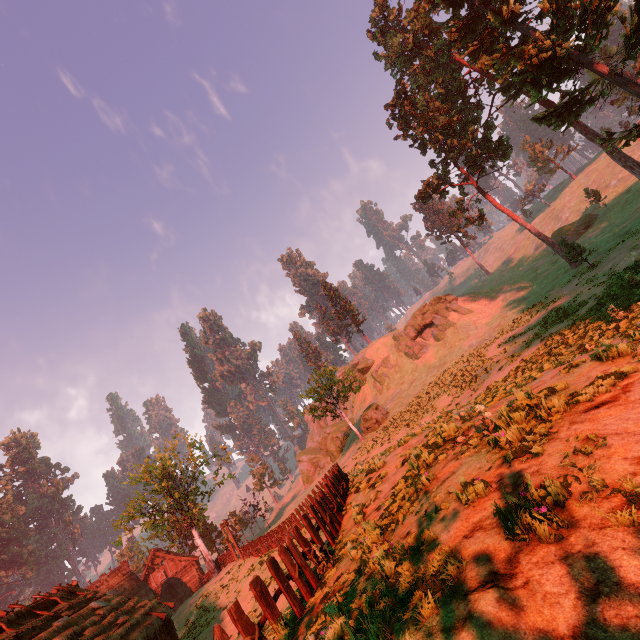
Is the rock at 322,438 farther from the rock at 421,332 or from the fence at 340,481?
the fence at 340,481

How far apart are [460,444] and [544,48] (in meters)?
34.13

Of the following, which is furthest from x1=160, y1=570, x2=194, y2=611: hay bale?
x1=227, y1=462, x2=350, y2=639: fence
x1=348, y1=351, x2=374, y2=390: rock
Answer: x1=348, y1=351, x2=374, y2=390: rock

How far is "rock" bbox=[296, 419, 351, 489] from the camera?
49.72m

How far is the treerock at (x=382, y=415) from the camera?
38.38m

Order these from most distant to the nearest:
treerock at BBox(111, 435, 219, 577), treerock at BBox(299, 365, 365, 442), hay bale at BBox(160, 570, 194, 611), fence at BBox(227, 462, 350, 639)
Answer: treerock at BBox(299, 365, 365, 442), treerock at BBox(111, 435, 219, 577), hay bale at BBox(160, 570, 194, 611), fence at BBox(227, 462, 350, 639)

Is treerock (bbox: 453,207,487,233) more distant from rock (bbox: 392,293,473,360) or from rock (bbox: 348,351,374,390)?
rock (bbox: 392,293,473,360)

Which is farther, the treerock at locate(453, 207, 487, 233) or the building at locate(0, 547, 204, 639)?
the treerock at locate(453, 207, 487, 233)
